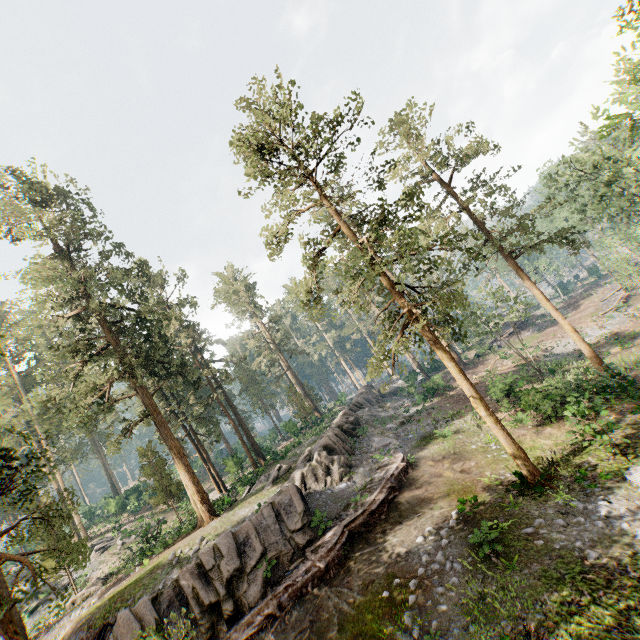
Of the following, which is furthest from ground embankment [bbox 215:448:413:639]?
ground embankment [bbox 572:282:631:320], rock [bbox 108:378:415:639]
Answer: ground embankment [bbox 572:282:631:320]

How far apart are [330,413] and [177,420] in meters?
20.7 m

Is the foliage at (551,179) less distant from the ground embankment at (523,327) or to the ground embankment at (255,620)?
the ground embankment at (255,620)

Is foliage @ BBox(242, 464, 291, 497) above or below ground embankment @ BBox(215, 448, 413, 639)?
above

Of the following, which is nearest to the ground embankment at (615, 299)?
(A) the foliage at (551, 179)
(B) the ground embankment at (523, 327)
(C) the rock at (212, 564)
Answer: (A) the foliage at (551, 179)

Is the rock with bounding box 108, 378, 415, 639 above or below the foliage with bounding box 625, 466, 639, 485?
above

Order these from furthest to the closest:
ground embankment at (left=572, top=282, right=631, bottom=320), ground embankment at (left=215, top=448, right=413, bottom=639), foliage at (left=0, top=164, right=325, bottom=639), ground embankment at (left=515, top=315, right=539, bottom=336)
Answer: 1. ground embankment at (left=515, top=315, right=539, bottom=336)
2. ground embankment at (left=572, top=282, right=631, bottom=320)
3. ground embankment at (left=215, top=448, right=413, bottom=639)
4. foliage at (left=0, top=164, right=325, bottom=639)

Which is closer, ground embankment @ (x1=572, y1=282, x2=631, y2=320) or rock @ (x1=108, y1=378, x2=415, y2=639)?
rock @ (x1=108, y1=378, x2=415, y2=639)
